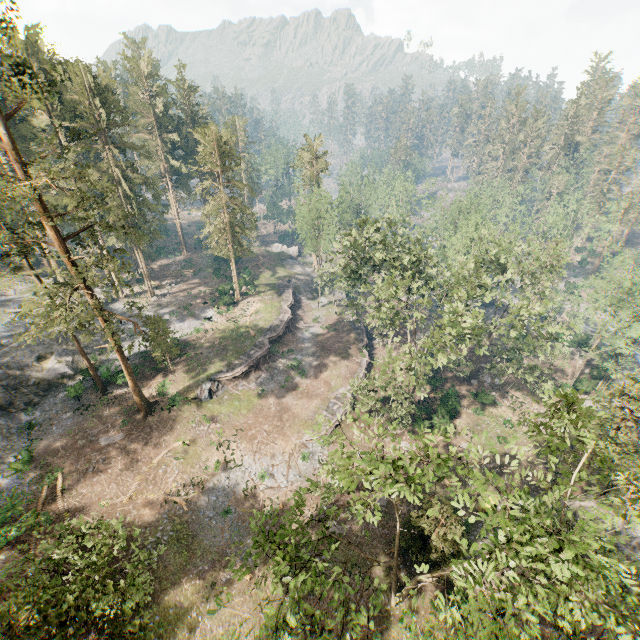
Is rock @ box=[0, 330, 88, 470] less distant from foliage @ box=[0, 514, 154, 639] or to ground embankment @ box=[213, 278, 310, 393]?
foliage @ box=[0, 514, 154, 639]

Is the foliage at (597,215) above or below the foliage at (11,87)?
below

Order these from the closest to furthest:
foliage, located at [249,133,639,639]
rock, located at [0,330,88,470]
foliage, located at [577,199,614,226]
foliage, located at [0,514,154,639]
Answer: foliage, located at [0,514,154,639]
foliage, located at [249,133,639,639]
rock, located at [0,330,88,470]
foliage, located at [577,199,614,226]

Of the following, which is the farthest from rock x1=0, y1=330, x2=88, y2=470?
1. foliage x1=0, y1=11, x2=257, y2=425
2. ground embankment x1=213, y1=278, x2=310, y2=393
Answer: ground embankment x1=213, y1=278, x2=310, y2=393

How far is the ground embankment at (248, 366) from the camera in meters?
37.7

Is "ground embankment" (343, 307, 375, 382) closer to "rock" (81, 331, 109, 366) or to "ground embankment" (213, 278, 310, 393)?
"ground embankment" (213, 278, 310, 393)

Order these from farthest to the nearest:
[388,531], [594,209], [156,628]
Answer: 1. [594,209]
2. [388,531]
3. [156,628]

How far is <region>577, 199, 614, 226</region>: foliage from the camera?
57.7 meters
